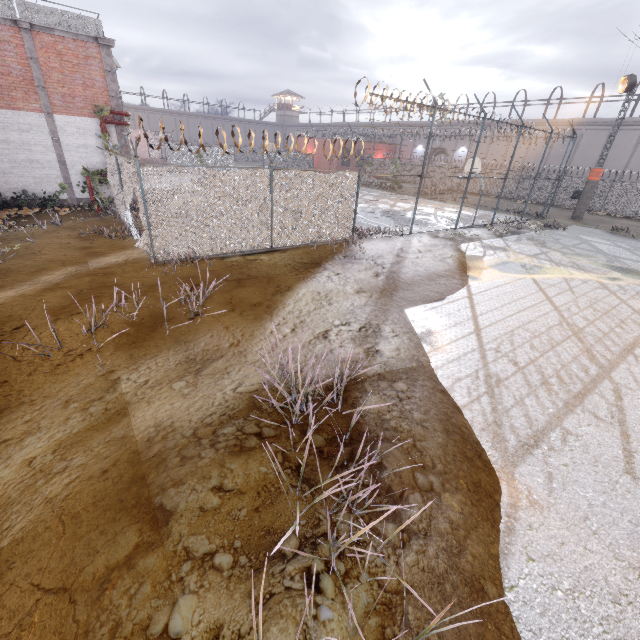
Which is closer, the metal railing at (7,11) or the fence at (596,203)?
the metal railing at (7,11)

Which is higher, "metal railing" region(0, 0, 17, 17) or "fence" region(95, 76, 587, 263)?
"metal railing" region(0, 0, 17, 17)

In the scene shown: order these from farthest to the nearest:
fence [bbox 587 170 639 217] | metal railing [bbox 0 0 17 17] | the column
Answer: fence [bbox 587 170 639 217], the column, metal railing [bbox 0 0 17 17]

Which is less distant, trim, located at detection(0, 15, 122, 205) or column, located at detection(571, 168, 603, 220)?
trim, located at detection(0, 15, 122, 205)

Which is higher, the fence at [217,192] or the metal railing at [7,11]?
the metal railing at [7,11]

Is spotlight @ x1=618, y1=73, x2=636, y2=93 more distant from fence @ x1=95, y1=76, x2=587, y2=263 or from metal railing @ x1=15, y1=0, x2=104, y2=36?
metal railing @ x1=15, y1=0, x2=104, y2=36

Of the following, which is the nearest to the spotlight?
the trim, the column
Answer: the column

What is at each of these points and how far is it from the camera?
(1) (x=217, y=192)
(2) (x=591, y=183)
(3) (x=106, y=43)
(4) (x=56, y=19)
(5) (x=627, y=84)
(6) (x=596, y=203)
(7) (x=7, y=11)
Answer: (1) fence, 10.0m
(2) column, 24.0m
(3) trim, 14.8m
(4) metal railing, 13.8m
(5) spotlight, 20.9m
(6) fence, 29.8m
(7) metal railing, 13.0m
